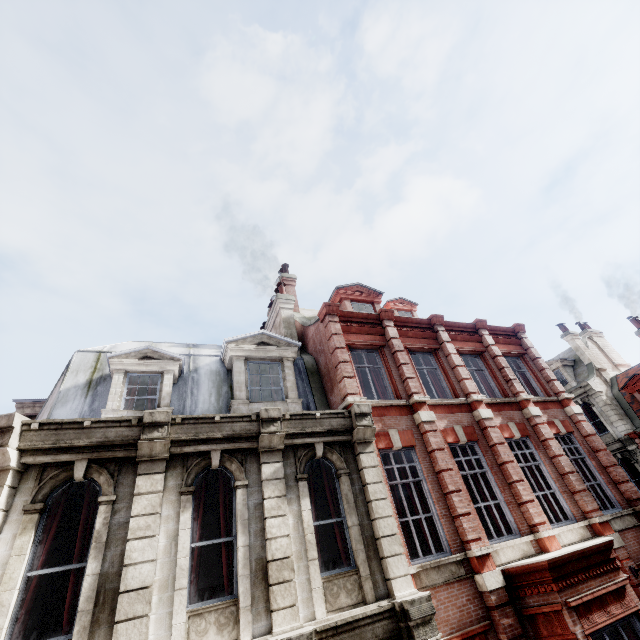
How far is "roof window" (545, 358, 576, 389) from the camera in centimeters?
2644cm

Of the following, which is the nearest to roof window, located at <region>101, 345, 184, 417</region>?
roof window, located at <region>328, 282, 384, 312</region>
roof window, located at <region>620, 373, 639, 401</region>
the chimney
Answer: the chimney

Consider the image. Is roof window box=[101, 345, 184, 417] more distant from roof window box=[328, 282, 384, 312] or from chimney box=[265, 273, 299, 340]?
roof window box=[328, 282, 384, 312]

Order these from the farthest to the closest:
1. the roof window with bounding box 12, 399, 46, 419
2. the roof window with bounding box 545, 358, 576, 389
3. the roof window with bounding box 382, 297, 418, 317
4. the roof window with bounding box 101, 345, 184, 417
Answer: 1. the roof window with bounding box 545, 358, 576, 389
2. the roof window with bounding box 382, 297, 418, 317
3. the roof window with bounding box 12, 399, 46, 419
4. the roof window with bounding box 101, 345, 184, 417

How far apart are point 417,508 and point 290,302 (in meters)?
8.78

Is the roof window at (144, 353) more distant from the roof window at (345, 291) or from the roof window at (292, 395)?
the roof window at (345, 291)

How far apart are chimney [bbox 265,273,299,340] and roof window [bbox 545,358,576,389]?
25.36m

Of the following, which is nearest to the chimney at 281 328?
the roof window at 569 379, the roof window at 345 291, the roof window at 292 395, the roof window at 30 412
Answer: the roof window at 292 395
